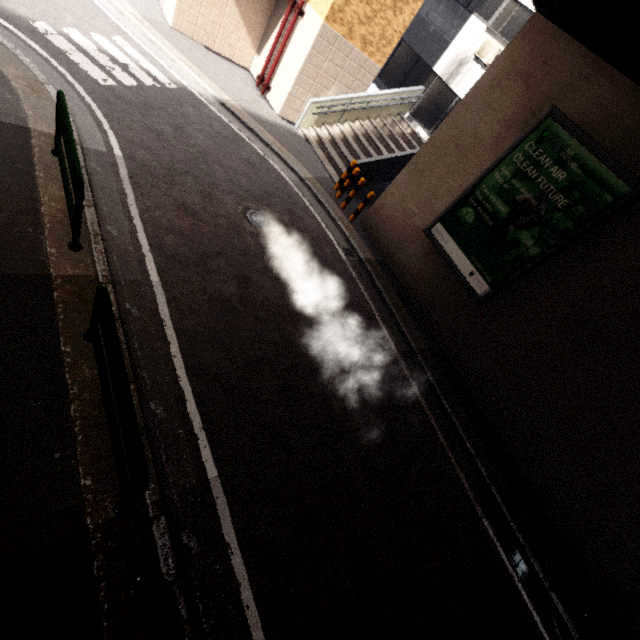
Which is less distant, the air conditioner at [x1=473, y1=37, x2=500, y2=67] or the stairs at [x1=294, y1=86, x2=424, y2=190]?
the stairs at [x1=294, y1=86, x2=424, y2=190]

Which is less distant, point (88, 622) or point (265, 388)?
point (88, 622)

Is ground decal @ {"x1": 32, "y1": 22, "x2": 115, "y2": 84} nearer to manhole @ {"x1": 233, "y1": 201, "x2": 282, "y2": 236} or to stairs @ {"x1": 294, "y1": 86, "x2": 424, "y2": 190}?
manhole @ {"x1": 233, "y1": 201, "x2": 282, "y2": 236}

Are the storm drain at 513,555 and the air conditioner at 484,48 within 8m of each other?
no

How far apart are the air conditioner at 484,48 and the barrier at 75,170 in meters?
13.9

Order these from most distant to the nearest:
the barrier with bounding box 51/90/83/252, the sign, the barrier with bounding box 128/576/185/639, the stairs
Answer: the stairs
the sign
the barrier with bounding box 51/90/83/252
the barrier with bounding box 128/576/185/639

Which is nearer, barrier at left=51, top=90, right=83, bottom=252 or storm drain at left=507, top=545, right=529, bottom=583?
barrier at left=51, top=90, right=83, bottom=252

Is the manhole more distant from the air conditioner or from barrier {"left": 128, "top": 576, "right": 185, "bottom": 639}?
the air conditioner
